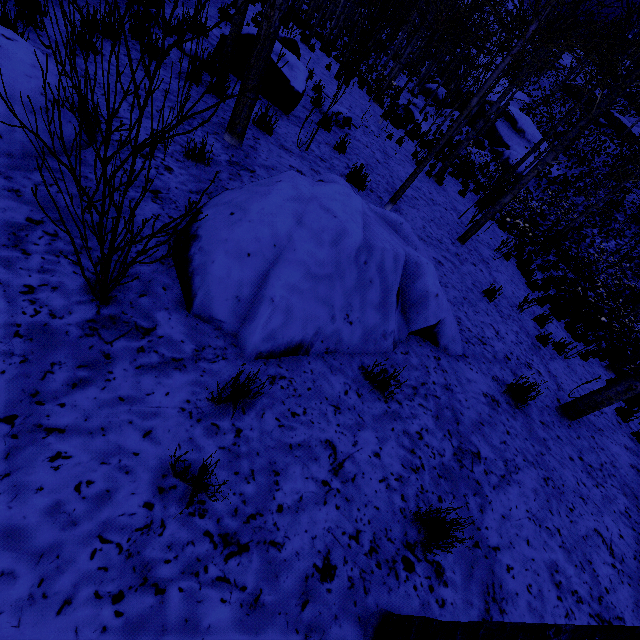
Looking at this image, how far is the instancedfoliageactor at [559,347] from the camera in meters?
6.2 m

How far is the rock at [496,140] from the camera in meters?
26.9 m

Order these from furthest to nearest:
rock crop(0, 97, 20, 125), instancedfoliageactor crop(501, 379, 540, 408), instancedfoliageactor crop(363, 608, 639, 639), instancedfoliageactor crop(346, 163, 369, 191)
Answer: instancedfoliageactor crop(346, 163, 369, 191)
instancedfoliageactor crop(501, 379, 540, 408)
rock crop(0, 97, 20, 125)
instancedfoliageactor crop(363, 608, 639, 639)

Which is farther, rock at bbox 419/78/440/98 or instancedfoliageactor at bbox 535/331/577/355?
rock at bbox 419/78/440/98

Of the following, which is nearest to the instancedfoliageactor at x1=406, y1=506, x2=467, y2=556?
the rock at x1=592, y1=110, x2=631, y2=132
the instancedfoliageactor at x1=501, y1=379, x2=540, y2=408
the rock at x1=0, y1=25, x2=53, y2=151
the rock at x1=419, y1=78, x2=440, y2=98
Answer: the rock at x1=419, y1=78, x2=440, y2=98

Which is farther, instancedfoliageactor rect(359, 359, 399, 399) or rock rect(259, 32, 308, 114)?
rock rect(259, 32, 308, 114)

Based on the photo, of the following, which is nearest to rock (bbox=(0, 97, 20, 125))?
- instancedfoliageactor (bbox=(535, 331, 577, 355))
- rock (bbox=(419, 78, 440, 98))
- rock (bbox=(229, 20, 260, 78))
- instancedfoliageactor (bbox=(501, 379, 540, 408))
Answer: rock (bbox=(229, 20, 260, 78))

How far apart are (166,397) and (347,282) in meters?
1.7
